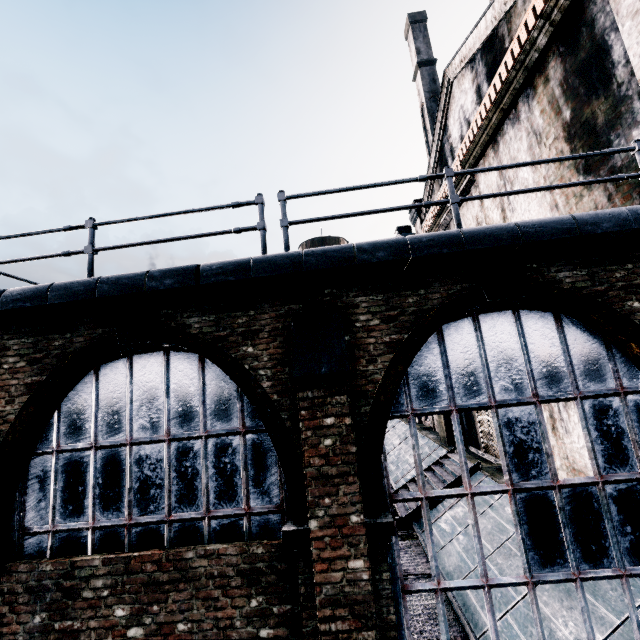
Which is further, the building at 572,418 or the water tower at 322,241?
the water tower at 322,241

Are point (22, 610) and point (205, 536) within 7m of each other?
yes

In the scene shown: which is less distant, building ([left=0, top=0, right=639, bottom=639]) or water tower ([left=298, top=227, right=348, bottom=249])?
building ([left=0, top=0, right=639, bottom=639])

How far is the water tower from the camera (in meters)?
42.16

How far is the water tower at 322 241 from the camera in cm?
4216

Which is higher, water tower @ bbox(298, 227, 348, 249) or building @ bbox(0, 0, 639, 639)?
water tower @ bbox(298, 227, 348, 249)
